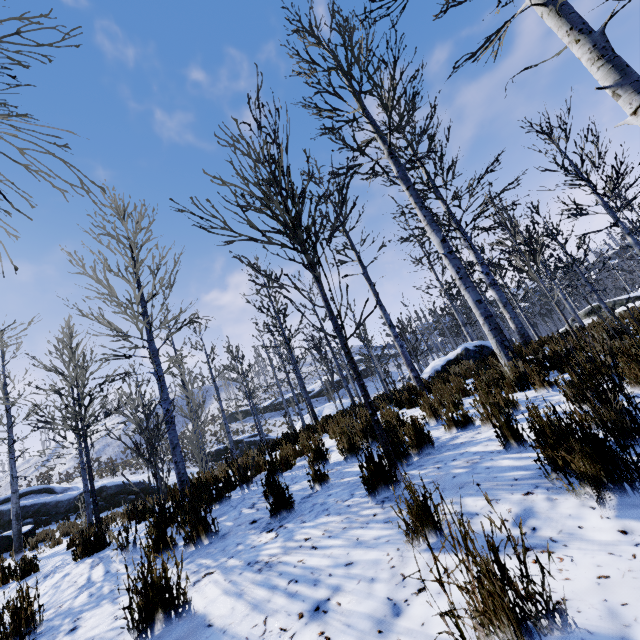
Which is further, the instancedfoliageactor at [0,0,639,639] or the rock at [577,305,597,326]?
the rock at [577,305,597,326]

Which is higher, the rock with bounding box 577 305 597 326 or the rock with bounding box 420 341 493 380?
the rock with bounding box 420 341 493 380

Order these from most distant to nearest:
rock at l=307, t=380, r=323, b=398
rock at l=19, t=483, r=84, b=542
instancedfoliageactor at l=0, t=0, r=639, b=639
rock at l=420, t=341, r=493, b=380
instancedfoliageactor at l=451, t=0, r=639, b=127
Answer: rock at l=307, t=380, r=323, b=398
rock at l=19, t=483, r=84, b=542
rock at l=420, t=341, r=493, b=380
instancedfoliageactor at l=451, t=0, r=639, b=127
instancedfoliageactor at l=0, t=0, r=639, b=639

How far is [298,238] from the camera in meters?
3.2 m

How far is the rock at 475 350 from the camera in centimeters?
1212cm

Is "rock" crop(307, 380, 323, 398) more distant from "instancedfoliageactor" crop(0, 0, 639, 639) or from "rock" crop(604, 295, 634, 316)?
"rock" crop(604, 295, 634, 316)

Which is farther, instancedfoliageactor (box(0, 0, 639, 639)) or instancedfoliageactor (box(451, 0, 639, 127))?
instancedfoliageactor (box(451, 0, 639, 127))

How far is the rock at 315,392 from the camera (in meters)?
47.32
